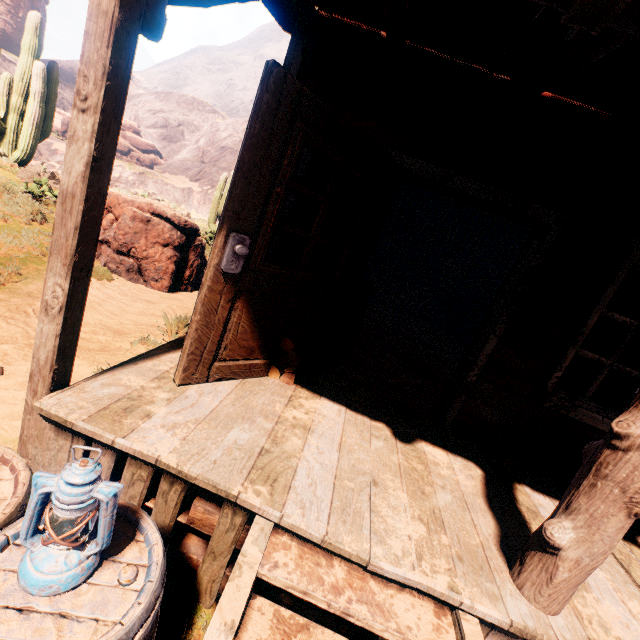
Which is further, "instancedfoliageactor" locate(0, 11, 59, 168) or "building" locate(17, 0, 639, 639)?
"instancedfoliageactor" locate(0, 11, 59, 168)

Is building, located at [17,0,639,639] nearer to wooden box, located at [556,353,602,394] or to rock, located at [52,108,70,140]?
rock, located at [52,108,70,140]

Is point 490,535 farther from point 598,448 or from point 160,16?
point 160,16

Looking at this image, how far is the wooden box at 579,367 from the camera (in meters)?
8.50

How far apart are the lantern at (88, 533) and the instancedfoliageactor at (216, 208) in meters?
12.0

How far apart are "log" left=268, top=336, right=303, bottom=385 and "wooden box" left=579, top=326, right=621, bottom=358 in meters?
9.0 m

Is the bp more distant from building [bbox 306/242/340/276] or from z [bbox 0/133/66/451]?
building [bbox 306/242/340/276]

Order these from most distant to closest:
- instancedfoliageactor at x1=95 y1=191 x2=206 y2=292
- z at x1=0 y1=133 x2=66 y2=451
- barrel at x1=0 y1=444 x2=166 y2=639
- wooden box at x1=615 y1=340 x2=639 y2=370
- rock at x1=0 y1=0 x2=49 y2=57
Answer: rock at x1=0 y1=0 x2=49 y2=57 → wooden box at x1=615 y1=340 x2=639 y2=370 → instancedfoliageactor at x1=95 y1=191 x2=206 y2=292 → z at x1=0 y1=133 x2=66 y2=451 → barrel at x1=0 y1=444 x2=166 y2=639
